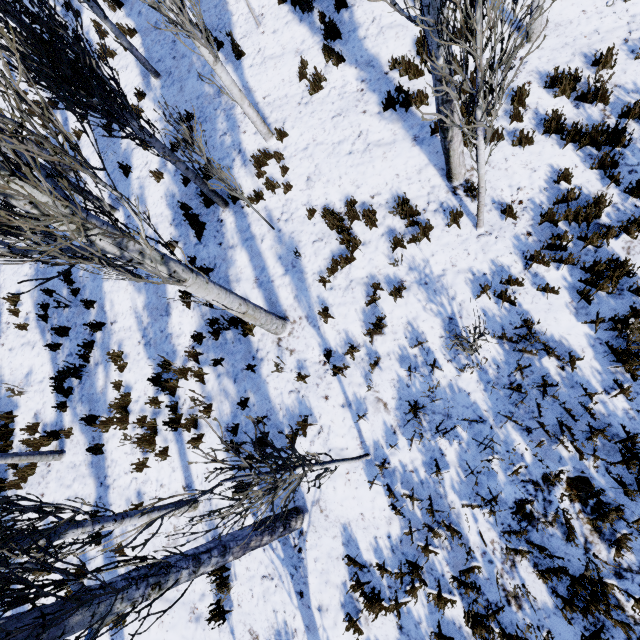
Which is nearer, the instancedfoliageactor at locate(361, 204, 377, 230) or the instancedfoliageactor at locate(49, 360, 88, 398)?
the instancedfoliageactor at locate(361, 204, 377, 230)

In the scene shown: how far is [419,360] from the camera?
5.2m

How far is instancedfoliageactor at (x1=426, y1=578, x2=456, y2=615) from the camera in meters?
4.1 m

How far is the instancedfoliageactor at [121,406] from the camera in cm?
643

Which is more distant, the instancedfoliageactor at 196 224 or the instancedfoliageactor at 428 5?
the instancedfoliageactor at 196 224

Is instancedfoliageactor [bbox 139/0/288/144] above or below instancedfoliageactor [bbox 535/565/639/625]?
above

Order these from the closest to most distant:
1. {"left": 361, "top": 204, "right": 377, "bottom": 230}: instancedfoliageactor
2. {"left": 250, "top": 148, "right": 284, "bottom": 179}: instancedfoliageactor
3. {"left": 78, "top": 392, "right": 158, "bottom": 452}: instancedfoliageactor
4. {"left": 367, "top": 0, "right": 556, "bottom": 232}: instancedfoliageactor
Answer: {"left": 367, "top": 0, "right": 556, "bottom": 232}: instancedfoliageactor → {"left": 361, "top": 204, "right": 377, "bottom": 230}: instancedfoliageactor → {"left": 78, "top": 392, "right": 158, "bottom": 452}: instancedfoliageactor → {"left": 250, "top": 148, "right": 284, "bottom": 179}: instancedfoliageactor
